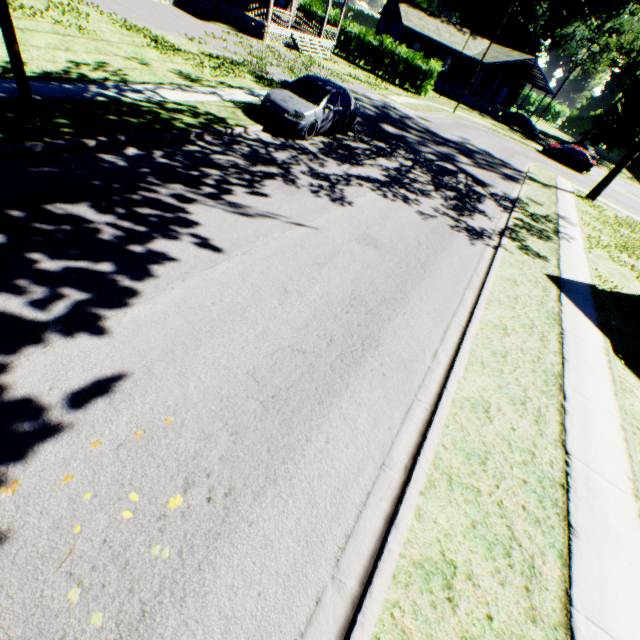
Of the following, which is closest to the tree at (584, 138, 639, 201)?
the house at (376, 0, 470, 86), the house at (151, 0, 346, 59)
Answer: the house at (151, 0, 346, 59)

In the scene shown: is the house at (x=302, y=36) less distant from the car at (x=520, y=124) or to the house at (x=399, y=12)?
the house at (x=399, y=12)

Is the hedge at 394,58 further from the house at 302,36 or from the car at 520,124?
the car at 520,124

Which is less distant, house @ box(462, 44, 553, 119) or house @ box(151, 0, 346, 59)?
house @ box(151, 0, 346, 59)

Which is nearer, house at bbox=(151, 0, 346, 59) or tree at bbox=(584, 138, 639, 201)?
tree at bbox=(584, 138, 639, 201)

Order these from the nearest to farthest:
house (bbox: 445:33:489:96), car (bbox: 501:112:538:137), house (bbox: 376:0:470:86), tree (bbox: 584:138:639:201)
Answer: tree (bbox: 584:138:639:201) < car (bbox: 501:112:538:137) < house (bbox: 376:0:470:86) < house (bbox: 445:33:489:96)

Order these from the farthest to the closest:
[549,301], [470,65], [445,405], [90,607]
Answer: [470,65]
[549,301]
[445,405]
[90,607]

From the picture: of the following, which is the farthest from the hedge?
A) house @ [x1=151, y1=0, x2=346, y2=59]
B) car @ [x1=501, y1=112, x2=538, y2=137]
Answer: car @ [x1=501, y1=112, x2=538, y2=137]
